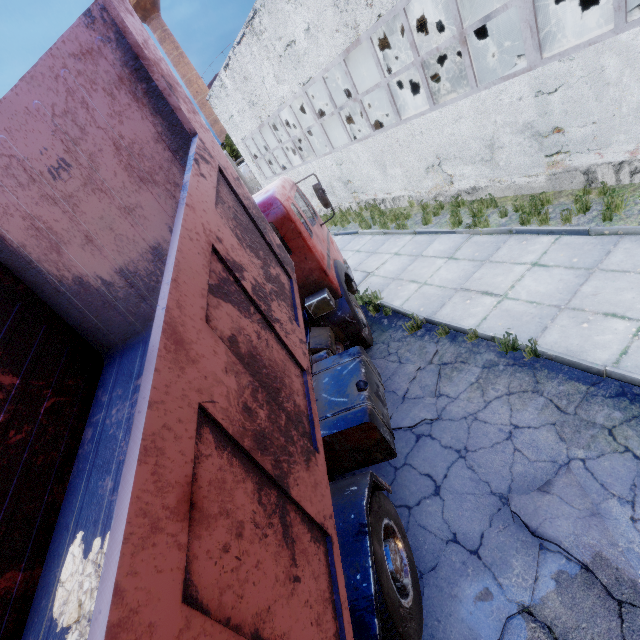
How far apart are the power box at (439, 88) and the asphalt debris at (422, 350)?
14.3m

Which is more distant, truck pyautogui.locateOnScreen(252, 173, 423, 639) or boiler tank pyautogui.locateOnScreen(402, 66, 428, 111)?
boiler tank pyautogui.locateOnScreen(402, 66, 428, 111)

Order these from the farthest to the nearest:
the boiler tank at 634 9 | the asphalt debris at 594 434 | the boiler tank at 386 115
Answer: the boiler tank at 386 115 → the boiler tank at 634 9 → the asphalt debris at 594 434

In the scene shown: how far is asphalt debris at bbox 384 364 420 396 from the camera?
5.7m

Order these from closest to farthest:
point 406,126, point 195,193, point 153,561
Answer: point 153,561
point 195,193
point 406,126

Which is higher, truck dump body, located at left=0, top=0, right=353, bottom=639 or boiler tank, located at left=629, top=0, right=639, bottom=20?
truck dump body, located at left=0, top=0, right=353, bottom=639

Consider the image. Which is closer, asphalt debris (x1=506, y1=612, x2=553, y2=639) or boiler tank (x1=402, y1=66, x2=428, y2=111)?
asphalt debris (x1=506, y1=612, x2=553, y2=639)

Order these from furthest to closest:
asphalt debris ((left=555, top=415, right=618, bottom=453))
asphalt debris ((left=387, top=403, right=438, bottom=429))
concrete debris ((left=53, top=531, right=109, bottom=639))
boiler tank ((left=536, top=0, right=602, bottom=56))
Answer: boiler tank ((left=536, top=0, right=602, bottom=56))
asphalt debris ((left=387, top=403, right=438, bottom=429))
asphalt debris ((left=555, top=415, right=618, bottom=453))
concrete debris ((left=53, top=531, right=109, bottom=639))
